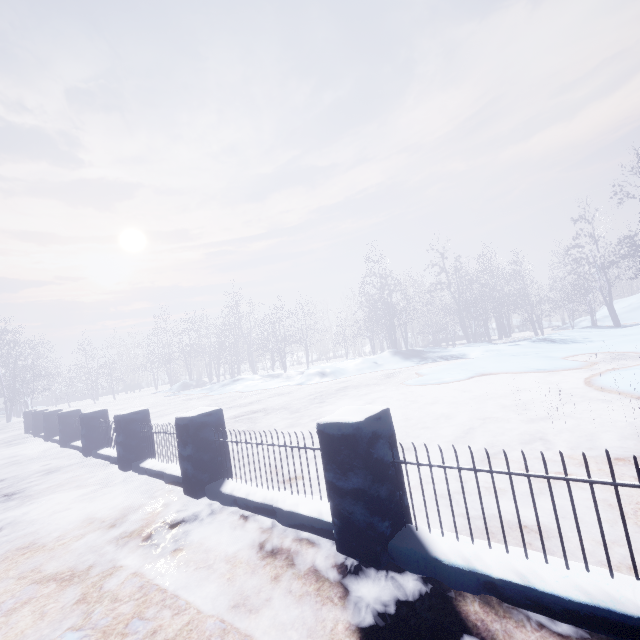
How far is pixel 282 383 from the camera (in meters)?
16.41
